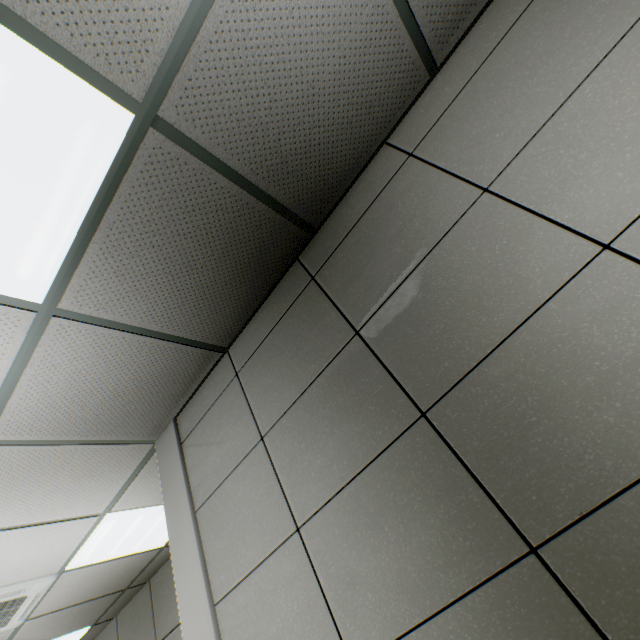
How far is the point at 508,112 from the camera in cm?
135
